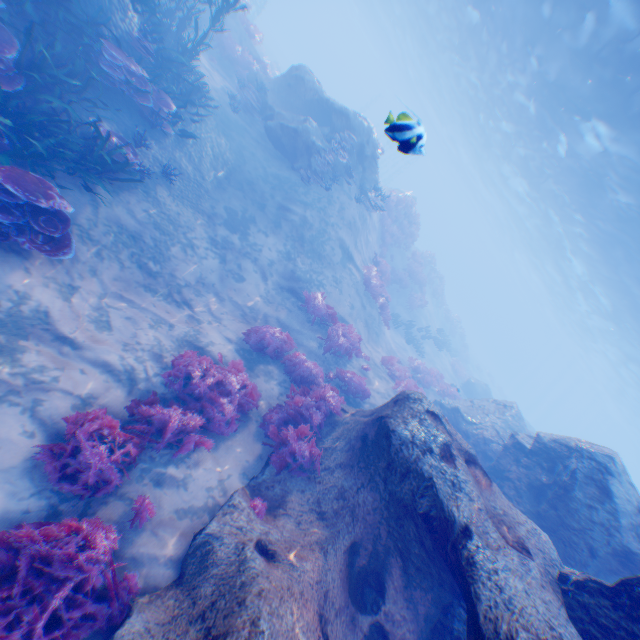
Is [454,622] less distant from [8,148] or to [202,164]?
[8,148]

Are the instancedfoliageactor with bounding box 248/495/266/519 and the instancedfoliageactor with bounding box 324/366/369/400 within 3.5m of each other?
no

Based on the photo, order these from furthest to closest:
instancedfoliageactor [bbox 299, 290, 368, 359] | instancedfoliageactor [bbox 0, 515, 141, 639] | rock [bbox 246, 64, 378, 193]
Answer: rock [bbox 246, 64, 378, 193], instancedfoliageactor [bbox 299, 290, 368, 359], instancedfoliageactor [bbox 0, 515, 141, 639]

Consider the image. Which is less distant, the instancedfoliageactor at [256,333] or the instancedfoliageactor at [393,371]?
the instancedfoliageactor at [256,333]

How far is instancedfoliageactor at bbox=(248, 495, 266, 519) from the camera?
5.7m

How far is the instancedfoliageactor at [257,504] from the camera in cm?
575

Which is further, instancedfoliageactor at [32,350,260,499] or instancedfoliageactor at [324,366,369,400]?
instancedfoliageactor at [324,366,369,400]

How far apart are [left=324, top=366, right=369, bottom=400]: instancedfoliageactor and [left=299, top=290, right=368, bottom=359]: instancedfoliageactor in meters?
0.5 m
